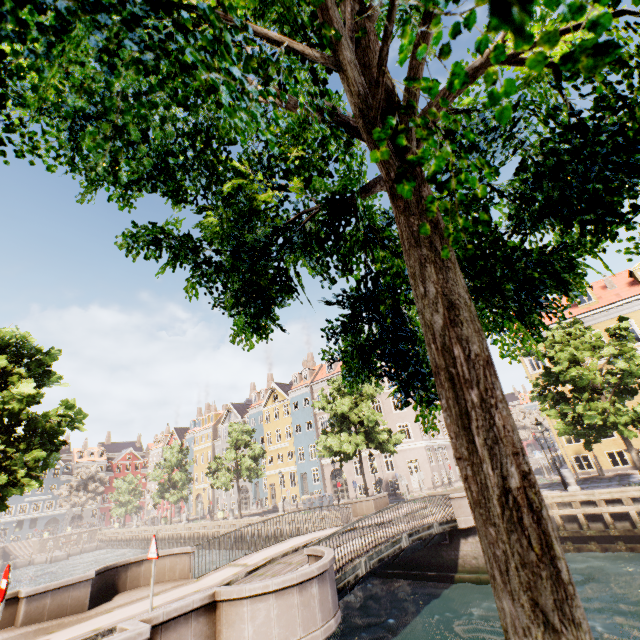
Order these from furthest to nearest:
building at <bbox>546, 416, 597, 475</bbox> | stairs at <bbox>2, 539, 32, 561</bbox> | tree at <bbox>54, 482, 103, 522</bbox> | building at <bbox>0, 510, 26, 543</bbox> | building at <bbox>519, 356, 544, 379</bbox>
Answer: building at <bbox>0, 510, 26, 543</bbox>, tree at <bbox>54, 482, 103, 522</bbox>, stairs at <bbox>2, 539, 32, 561</bbox>, building at <bbox>519, 356, 544, 379</bbox>, building at <bbox>546, 416, 597, 475</bbox>

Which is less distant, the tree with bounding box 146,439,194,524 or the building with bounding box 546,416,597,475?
the building with bounding box 546,416,597,475

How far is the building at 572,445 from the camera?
23.0m

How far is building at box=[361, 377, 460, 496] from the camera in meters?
32.2

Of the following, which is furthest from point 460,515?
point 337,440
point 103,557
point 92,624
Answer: point 103,557

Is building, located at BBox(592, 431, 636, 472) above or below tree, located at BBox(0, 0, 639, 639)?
below

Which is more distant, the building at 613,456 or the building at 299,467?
the building at 299,467

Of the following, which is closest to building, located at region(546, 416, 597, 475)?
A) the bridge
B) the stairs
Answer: the bridge
